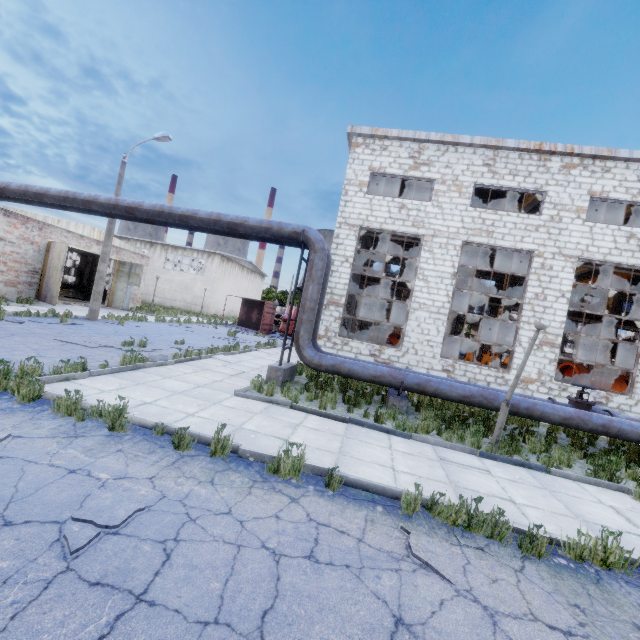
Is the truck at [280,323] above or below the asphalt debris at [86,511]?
above

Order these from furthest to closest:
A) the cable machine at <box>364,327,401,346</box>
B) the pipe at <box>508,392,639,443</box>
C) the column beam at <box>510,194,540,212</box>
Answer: the cable machine at <box>364,327,401,346</box>, the column beam at <box>510,194,540,212</box>, the pipe at <box>508,392,639,443</box>

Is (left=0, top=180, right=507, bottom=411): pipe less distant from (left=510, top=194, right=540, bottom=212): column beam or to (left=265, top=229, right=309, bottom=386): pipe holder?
(left=265, top=229, right=309, bottom=386): pipe holder

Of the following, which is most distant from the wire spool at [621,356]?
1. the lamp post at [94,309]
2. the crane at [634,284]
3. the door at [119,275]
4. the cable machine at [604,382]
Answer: the door at [119,275]

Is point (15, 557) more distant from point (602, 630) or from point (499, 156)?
point (499, 156)

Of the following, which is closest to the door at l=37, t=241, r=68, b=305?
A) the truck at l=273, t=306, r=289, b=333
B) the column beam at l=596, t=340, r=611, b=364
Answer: the truck at l=273, t=306, r=289, b=333

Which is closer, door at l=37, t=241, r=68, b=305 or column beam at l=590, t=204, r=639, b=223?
column beam at l=590, t=204, r=639, b=223

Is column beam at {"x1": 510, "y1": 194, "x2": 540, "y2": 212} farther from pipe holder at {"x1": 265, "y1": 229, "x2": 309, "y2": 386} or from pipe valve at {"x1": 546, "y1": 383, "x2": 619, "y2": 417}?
pipe holder at {"x1": 265, "y1": 229, "x2": 309, "y2": 386}
